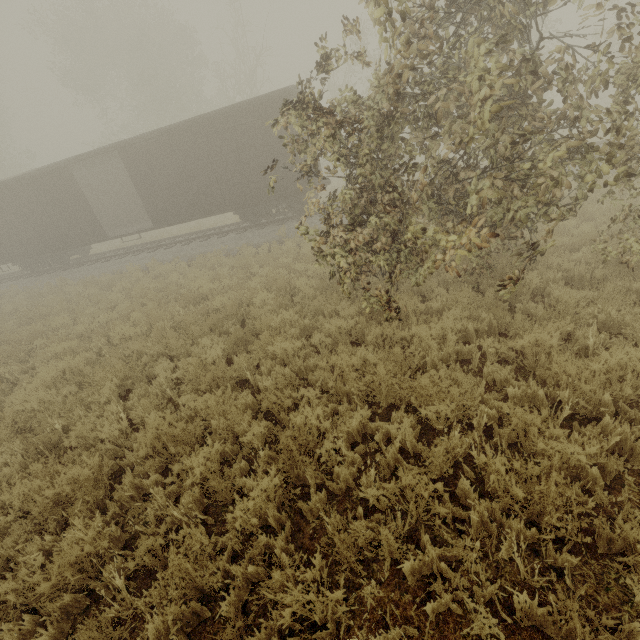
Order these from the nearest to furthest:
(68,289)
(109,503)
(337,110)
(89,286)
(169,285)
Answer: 1. (109,503)
2. (337,110)
3. (169,285)
4. (89,286)
5. (68,289)
